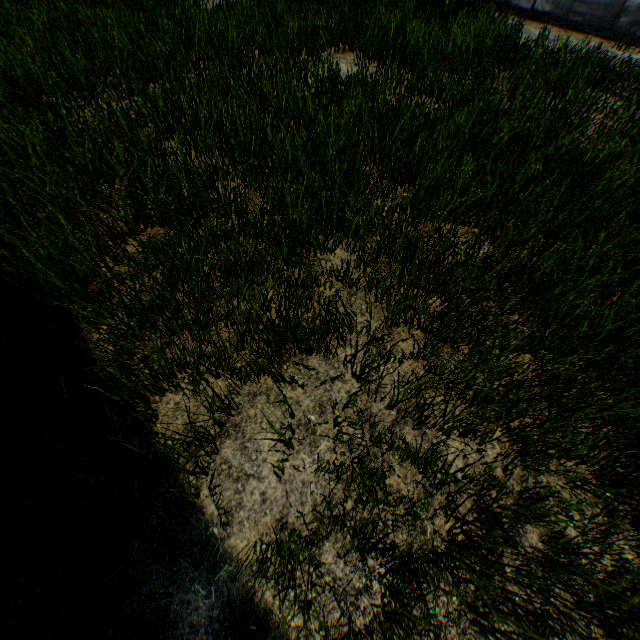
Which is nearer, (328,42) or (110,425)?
(110,425)
